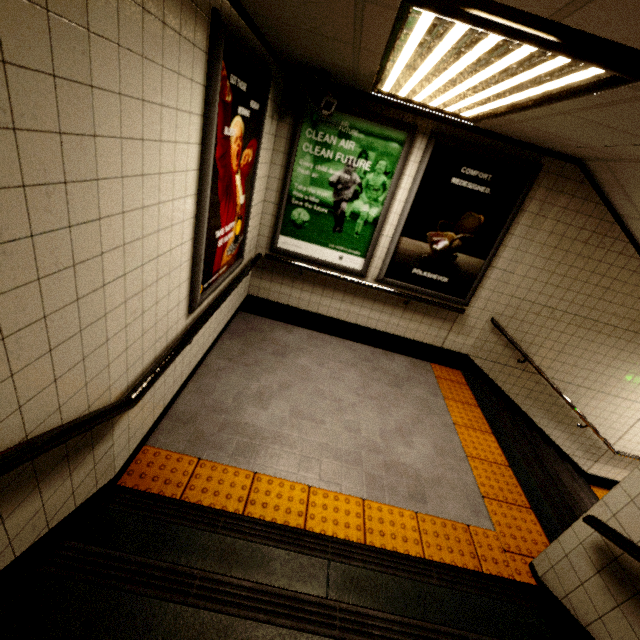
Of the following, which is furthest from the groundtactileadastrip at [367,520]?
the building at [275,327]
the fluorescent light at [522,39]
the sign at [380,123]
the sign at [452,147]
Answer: the fluorescent light at [522,39]

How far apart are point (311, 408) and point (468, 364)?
2.80m

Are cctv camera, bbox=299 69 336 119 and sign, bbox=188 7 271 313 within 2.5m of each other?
yes

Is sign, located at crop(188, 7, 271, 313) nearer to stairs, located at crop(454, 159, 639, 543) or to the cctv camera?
the cctv camera

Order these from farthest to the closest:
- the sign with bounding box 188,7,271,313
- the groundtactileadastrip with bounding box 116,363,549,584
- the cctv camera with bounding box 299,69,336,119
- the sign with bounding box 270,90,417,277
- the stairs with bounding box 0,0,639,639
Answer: the sign with bounding box 270,90,417,277 < the cctv camera with bounding box 299,69,336,119 < the groundtactileadastrip with bounding box 116,363,549,584 < the sign with bounding box 188,7,271,313 < the stairs with bounding box 0,0,639,639

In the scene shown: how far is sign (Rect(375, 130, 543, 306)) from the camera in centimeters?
354cm

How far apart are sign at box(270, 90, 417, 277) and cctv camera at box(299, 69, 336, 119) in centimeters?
21cm

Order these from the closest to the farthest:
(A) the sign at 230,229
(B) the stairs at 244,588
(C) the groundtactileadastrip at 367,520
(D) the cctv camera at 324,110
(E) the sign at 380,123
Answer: (B) the stairs at 244,588, (A) the sign at 230,229, (C) the groundtactileadastrip at 367,520, (D) the cctv camera at 324,110, (E) the sign at 380,123
